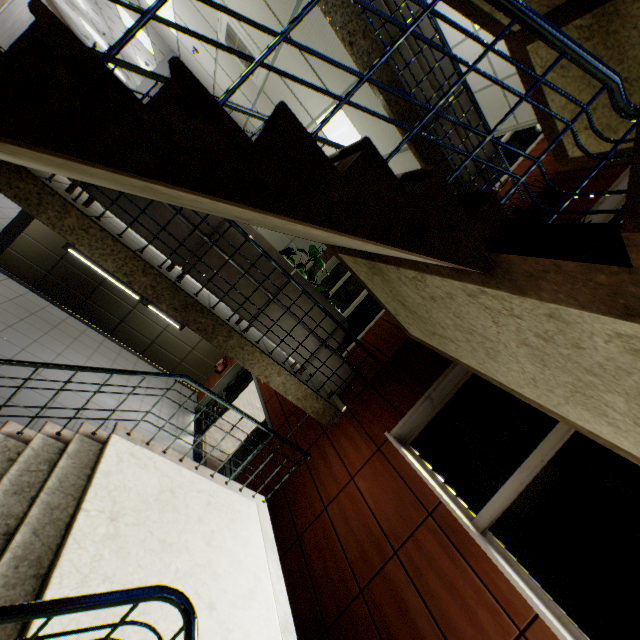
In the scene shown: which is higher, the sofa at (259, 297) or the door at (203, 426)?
the sofa at (259, 297)

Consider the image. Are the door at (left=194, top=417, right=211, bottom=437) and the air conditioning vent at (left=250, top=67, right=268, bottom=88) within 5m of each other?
no

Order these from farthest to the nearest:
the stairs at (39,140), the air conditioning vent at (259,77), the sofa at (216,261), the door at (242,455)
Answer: the door at (242,455) → the air conditioning vent at (259,77) → the sofa at (216,261) → the stairs at (39,140)

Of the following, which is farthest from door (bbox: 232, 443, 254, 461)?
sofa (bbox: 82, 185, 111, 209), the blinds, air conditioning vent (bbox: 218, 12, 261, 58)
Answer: the blinds

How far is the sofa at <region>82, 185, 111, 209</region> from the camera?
3.4m

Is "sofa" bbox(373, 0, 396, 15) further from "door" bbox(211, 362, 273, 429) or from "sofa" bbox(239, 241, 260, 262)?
"door" bbox(211, 362, 273, 429)

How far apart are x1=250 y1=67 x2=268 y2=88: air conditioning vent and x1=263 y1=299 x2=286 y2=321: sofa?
2.7 meters

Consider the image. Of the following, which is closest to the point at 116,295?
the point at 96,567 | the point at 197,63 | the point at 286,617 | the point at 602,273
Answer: the point at 197,63
